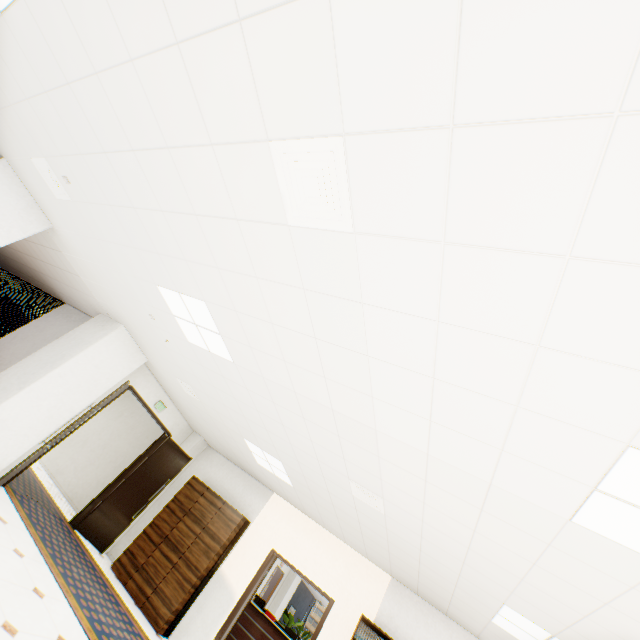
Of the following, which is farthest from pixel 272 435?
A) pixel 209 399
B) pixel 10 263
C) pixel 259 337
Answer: pixel 10 263

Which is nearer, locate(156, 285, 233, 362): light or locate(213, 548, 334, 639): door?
locate(156, 285, 233, 362): light

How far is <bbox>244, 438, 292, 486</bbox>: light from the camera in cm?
588

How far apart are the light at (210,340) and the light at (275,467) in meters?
2.5 m

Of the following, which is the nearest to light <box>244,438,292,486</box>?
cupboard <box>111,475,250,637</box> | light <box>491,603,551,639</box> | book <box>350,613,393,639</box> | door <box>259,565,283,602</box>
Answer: cupboard <box>111,475,250,637</box>

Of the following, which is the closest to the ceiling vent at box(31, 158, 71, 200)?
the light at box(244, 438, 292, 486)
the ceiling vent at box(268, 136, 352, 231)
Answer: the ceiling vent at box(268, 136, 352, 231)

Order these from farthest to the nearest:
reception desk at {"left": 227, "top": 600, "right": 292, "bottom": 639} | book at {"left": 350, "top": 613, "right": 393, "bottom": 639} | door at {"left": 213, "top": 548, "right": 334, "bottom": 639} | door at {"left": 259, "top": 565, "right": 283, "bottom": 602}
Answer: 1. door at {"left": 259, "top": 565, "right": 283, "bottom": 602}
2. reception desk at {"left": 227, "top": 600, "right": 292, "bottom": 639}
3. door at {"left": 213, "top": 548, "right": 334, "bottom": 639}
4. book at {"left": 350, "top": 613, "right": 393, "bottom": 639}

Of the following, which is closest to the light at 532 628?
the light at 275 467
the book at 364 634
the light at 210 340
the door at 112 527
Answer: the book at 364 634
